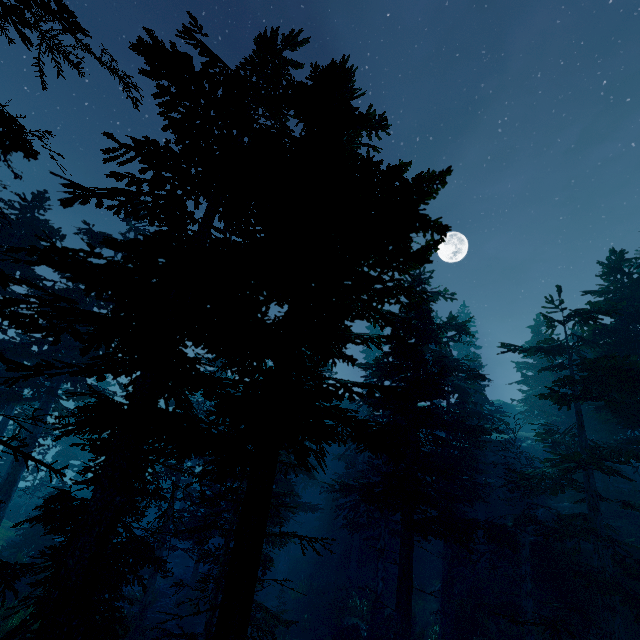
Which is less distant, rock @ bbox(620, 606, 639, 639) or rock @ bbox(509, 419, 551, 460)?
rock @ bbox(620, 606, 639, 639)

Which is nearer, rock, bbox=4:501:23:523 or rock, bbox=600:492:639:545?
rock, bbox=600:492:639:545

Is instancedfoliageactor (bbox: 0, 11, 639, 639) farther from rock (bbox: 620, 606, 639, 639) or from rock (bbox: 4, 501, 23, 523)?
rock (bbox: 4, 501, 23, 523)

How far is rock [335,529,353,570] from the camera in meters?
29.3

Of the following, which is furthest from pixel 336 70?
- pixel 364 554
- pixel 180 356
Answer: pixel 364 554

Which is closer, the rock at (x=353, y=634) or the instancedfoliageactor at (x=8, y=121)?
the instancedfoliageactor at (x=8, y=121)

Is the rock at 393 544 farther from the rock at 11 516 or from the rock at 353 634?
the rock at 11 516
